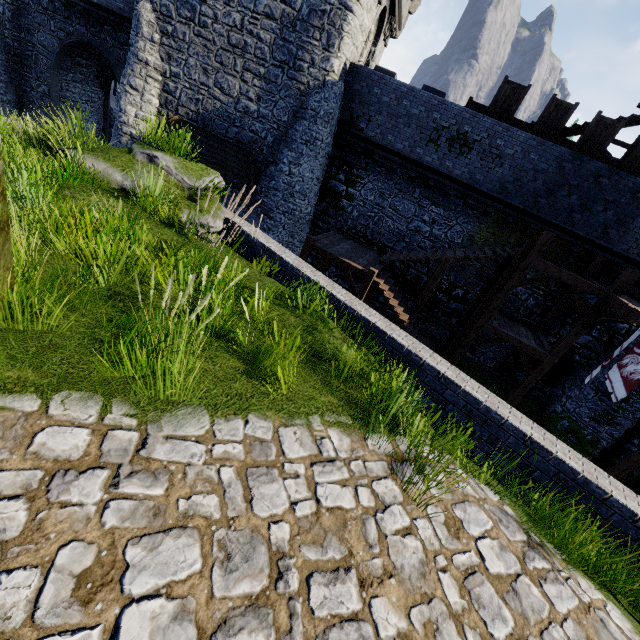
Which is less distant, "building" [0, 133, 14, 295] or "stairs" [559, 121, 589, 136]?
"building" [0, 133, 14, 295]

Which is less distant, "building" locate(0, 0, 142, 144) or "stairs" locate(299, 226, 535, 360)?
"stairs" locate(299, 226, 535, 360)

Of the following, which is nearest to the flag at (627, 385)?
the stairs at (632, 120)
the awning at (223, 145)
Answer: the stairs at (632, 120)

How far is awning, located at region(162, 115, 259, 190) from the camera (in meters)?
15.74

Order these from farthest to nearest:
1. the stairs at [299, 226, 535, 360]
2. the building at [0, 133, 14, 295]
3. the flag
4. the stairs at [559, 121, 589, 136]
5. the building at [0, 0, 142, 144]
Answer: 1. the building at [0, 0, 142, 144]
2. the stairs at [559, 121, 589, 136]
3. the stairs at [299, 226, 535, 360]
4. the flag
5. the building at [0, 133, 14, 295]

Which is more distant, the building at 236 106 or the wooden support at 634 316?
the building at 236 106

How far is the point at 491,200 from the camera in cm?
1473

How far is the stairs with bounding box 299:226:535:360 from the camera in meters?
13.1
